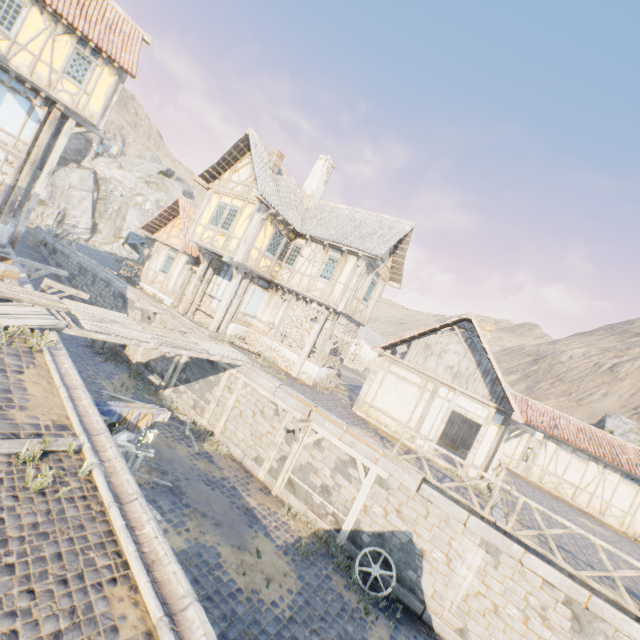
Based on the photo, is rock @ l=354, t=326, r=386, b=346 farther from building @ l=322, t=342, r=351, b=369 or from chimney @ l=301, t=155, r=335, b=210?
chimney @ l=301, t=155, r=335, b=210

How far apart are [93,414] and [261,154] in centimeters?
1441cm

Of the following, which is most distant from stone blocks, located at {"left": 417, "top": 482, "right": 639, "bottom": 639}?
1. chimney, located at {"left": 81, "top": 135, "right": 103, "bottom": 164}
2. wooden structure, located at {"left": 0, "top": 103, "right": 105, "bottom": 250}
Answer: chimney, located at {"left": 81, "top": 135, "right": 103, "bottom": 164}

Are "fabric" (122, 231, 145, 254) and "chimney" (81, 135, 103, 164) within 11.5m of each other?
no

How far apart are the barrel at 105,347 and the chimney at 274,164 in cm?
1167

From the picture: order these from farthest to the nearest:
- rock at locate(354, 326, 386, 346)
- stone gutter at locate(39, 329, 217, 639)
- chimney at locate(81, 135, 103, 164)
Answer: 1. chimney at locate(81, 135, 103, 164)
2. rock at locate(354, 326, 386, 346)
3. stone gutter at locate(39, 329, 217, 639)

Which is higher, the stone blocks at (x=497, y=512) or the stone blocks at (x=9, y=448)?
the stone blocks at (x=497, y=512)

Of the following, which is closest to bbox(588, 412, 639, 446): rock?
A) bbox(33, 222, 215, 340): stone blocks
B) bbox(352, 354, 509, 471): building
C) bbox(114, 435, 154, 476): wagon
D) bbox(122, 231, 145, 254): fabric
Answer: bbox(33, 222, 215, 340): stone blocks
